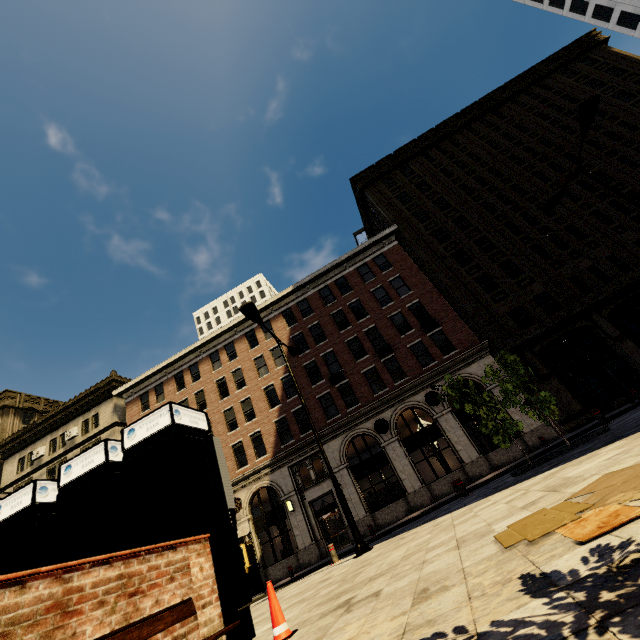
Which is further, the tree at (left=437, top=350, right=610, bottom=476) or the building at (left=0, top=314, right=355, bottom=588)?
the building at (left=0, top=314, right=355, bottom=588)

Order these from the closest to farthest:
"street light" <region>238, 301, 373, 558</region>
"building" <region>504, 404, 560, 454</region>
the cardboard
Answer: the cardboard
"street light" <region>238, 301, 373, 558</region>
"building" <region>504, 404, 560, 454</region>

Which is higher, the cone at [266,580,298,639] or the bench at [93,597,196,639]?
the bench at [93,597,196,639]

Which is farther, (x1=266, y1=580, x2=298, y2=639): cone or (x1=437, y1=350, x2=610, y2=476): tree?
(x1=437, y1=350, x2=610, y2=476): tree

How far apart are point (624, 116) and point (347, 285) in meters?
27.2 m

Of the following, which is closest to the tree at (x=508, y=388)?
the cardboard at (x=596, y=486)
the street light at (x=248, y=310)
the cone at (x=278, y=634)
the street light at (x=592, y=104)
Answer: the cardboard at (x=596, y=486)

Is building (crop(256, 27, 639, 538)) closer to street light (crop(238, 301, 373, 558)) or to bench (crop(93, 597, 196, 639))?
street light (crop(238, 301, 373, 558))

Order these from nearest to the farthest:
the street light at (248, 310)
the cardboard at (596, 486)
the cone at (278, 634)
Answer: the cardboard at (596, 486), the cone at (278, 634), the street light at (248, 310)
